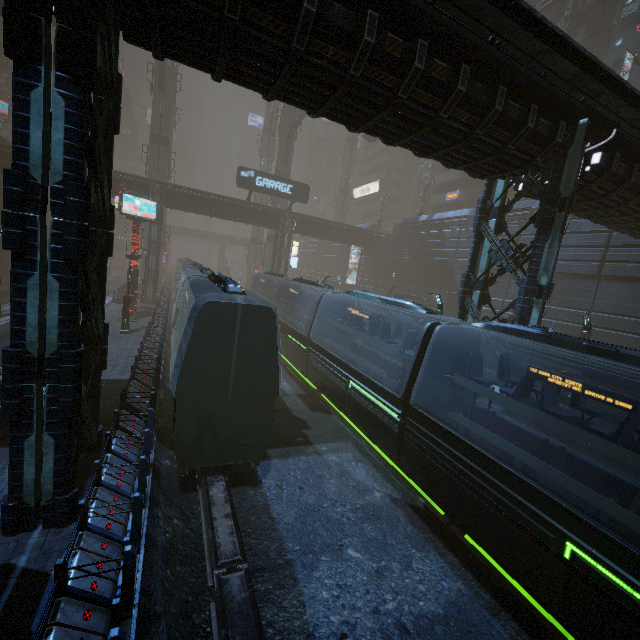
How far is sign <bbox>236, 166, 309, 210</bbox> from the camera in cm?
3181

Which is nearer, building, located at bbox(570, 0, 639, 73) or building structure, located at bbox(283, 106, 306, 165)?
building, located at bbox(570, 0, 639, 73)

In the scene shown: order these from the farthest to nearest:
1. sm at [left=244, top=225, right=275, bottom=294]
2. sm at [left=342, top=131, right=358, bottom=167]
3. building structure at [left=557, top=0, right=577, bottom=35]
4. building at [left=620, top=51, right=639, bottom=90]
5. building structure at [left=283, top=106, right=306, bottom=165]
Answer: sm at [left=342, top=131, right=358, bottom=167] → sm at [left=244, top=225, right=275, bottom=294] → building structure at [left=283, top=106, right=306, bottom=165] → building structure at [left=557, top=0, right=577, bottom=35] → building at [left=620, top=51, right=639, bottom=90]

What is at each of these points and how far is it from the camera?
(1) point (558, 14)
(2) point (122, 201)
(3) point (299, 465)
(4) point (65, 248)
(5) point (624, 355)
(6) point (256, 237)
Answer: (1) building, 36.2m
(2) sign, 22.5m
(3) train rail, 11.5m
(4) building, 5.6m
(5) train, 6.3m
(6) sm, 55.9m

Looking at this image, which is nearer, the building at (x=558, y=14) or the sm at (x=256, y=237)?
the building at (x=558, y=14)

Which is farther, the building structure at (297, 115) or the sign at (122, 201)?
the building structure at (297, 115)

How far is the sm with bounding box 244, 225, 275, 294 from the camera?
46.3 meters

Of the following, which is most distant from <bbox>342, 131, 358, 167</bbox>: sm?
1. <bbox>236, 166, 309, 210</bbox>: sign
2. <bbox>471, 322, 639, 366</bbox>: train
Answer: <bbox>471, 322, 639, 366</bbox>: train
